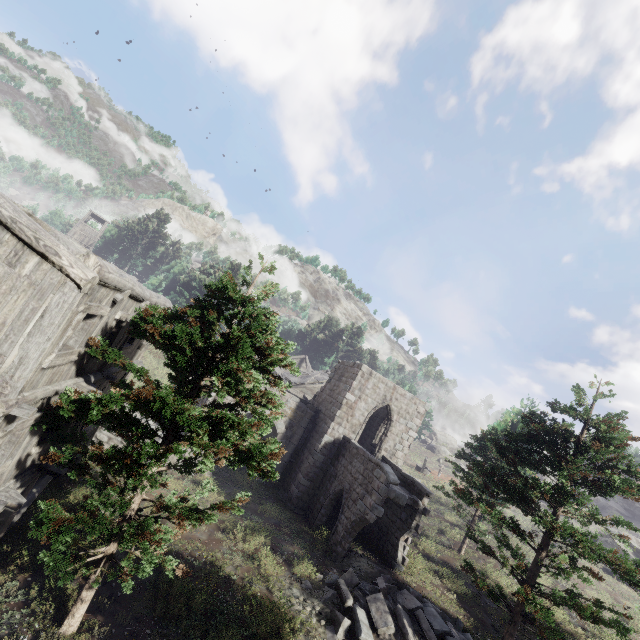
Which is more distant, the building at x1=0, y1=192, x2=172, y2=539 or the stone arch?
the stone arch

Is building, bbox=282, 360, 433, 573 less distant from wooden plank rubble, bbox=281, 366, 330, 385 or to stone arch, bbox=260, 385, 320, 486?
stone arch, bbox=260, 385, 320, 486

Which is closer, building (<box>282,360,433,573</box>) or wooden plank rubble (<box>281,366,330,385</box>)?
building (<box>282,360,433,573</box>)

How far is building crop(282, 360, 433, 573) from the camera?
15.5m

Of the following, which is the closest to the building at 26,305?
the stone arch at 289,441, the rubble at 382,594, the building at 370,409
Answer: the stone arch at 289,441

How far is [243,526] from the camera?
15.59m

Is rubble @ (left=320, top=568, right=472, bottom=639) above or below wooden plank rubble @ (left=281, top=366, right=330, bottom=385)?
below

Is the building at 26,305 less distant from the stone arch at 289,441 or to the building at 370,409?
the stone arch at 289,441
